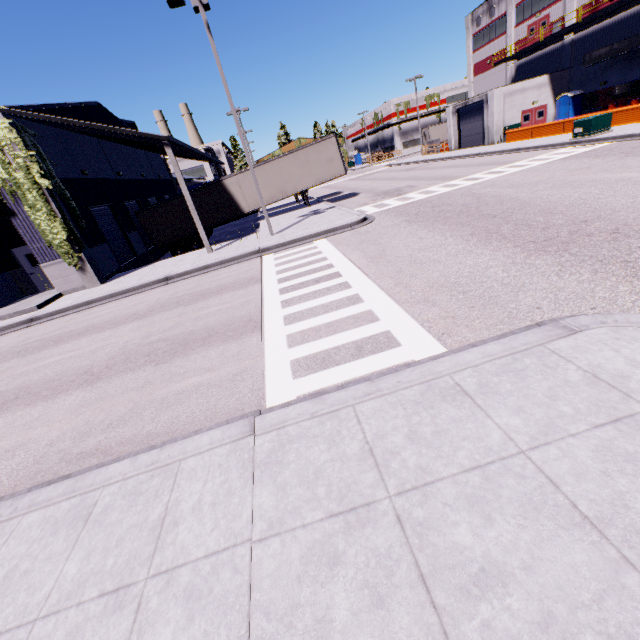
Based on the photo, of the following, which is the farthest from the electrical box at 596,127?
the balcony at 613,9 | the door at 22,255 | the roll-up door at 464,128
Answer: the door at 22,255

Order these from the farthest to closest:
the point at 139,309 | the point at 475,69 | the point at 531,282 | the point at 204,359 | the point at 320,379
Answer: the point at 475,69, the point at 139,309, the point at 204,359, the point at 531,282, the point at 320,379

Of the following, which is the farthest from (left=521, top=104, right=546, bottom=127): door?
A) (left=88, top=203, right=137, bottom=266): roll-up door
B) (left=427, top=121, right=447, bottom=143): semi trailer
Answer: (left=88, top=203, right=137, bottom=266): roll-up door

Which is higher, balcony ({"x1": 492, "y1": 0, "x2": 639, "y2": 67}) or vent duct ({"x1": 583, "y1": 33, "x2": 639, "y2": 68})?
balcony ({"x1": 492, "y1": 0, "x2": 639, "y2": 67})

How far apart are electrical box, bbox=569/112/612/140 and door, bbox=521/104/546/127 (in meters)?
14.19

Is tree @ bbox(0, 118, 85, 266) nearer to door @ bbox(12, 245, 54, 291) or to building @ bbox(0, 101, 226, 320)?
building @ bbox(0, 101, 226, 320)

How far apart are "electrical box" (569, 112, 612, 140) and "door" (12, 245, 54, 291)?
32.22m

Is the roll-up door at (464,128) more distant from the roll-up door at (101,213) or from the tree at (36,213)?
the tree at (36,213)
